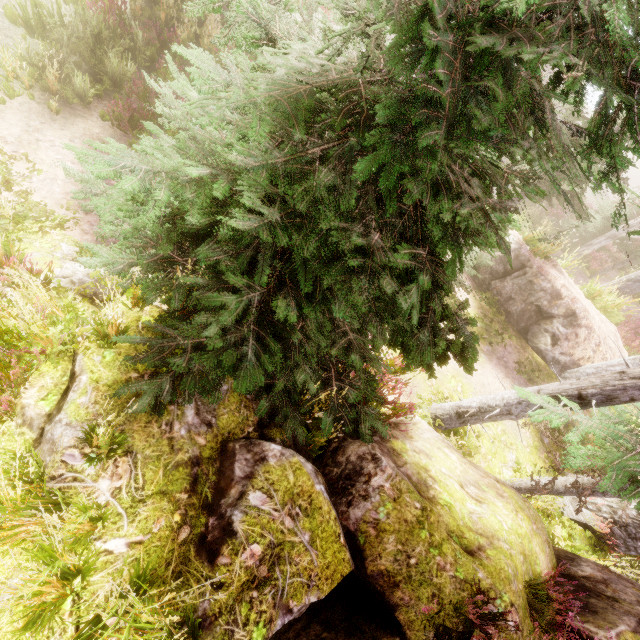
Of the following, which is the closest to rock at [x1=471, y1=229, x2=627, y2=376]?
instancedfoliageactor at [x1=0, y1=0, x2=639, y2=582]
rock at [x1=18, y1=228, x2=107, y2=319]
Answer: instancedfoliageactor at [x1=0, y1=0, x2=639, y2=582]

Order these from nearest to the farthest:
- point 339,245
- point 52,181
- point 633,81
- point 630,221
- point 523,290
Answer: point 633,81
point 339,245
point 52,181
point 523,290
point 630,221

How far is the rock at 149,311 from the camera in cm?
427

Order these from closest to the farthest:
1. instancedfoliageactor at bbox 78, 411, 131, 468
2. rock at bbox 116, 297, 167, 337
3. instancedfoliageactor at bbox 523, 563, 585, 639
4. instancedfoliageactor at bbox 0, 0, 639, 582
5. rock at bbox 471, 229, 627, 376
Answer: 1. instancedfoliageactor at bbox 0, 0, 639, 582
2. instancedfoliageactor at bbox 78, 411, 131, 468
3. instancedfoliageactor at bbox 523, 563, 585, 639
4. rock at bbox 116, 297, 167, 337
5. rock at bbox 471, 229, 627, 376

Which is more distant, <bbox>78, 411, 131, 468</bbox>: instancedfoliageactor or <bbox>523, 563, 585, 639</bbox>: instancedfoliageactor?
<bbox>523, 563, 585, 639</bbox>: instancedfoliageactor

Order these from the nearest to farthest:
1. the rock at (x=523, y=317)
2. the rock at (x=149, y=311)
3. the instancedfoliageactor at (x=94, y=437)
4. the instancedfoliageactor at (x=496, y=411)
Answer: the instancedfoliageactor at (x=496, y=411) < the instancedfoliageactor at (x=94, y=437) < the rock at (x=149, y=311) < the rock at (x=523, y=317)
